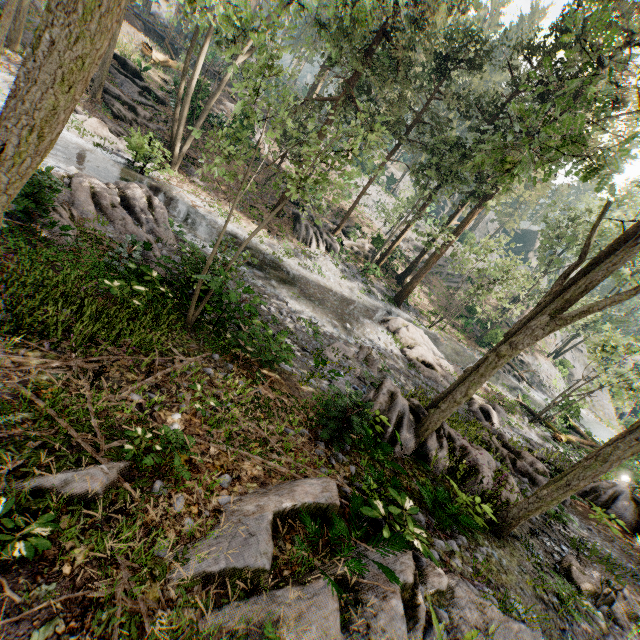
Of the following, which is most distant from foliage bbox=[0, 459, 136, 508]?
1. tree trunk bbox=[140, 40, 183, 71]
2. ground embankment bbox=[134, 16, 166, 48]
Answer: tree trunk bbox=[140, 40, 183, 71]

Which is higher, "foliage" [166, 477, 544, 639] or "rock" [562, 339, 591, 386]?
"rock" [562, 339, 591, 386]

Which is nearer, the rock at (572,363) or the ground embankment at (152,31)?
the ground embankment at (152,31)

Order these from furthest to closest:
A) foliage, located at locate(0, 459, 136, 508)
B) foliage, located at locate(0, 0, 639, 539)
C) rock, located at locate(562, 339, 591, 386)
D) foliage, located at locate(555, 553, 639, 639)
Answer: rock, located at locate(562, 339, 591, 386) < foliage, located at locate(555, 553, 639, 639) < foliage, located at locate(0, 0, 639, 539) < foliage, located at locate(0, 459, 136, 508)

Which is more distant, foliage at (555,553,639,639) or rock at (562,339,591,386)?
rock at (562,339,591,386)

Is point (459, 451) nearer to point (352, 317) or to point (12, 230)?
point (352, 317)

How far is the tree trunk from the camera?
29.3 meters

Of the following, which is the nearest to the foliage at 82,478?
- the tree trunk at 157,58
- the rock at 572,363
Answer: the tree trunk at 157,58
